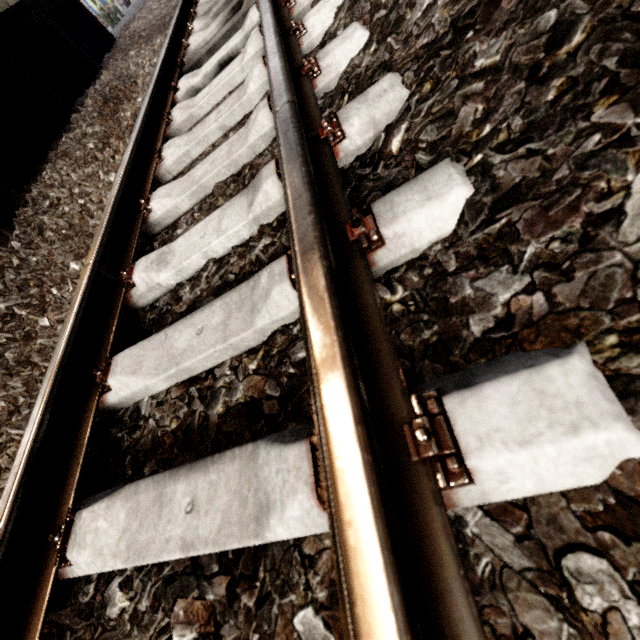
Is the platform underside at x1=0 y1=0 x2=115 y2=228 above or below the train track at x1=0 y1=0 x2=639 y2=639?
above

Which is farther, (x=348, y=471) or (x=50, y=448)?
(x=50, y=448)

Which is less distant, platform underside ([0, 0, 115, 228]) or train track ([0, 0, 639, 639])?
train track ([0, 0, 639, 639])

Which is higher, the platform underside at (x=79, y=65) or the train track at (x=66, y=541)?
the platform underside at (x=79, y=65)

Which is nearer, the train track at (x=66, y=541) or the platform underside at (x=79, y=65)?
the train track at (x=66, y=541)
